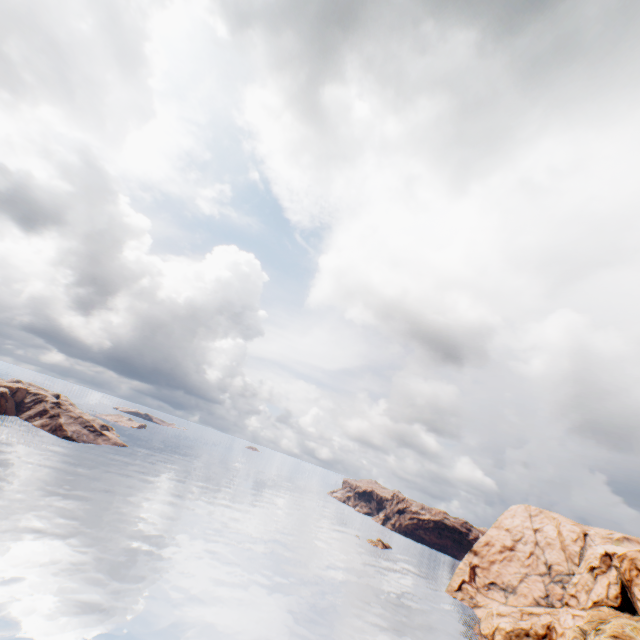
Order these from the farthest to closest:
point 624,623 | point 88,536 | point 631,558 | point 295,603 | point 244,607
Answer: point 631,558, point 295,603, point 88,536, point 624,623, point 244,607
